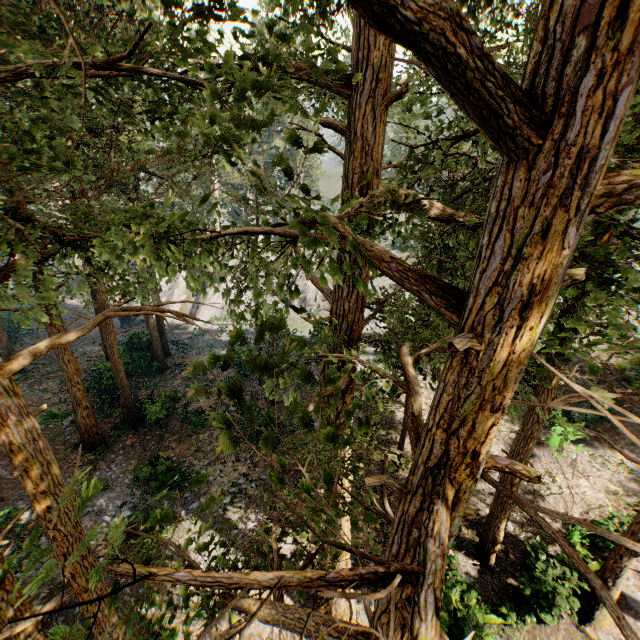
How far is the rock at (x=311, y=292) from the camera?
38.81m

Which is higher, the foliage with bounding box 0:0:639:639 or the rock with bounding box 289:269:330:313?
the foliage with bounding box 0:0:639:639

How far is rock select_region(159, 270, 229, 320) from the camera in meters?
39.2 m

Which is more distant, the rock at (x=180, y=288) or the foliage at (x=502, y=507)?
the rock at (x=180, y=288)

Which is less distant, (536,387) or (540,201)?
(540,201)

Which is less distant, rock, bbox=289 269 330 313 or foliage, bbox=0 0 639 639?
foliage, bbox=0 0 639 639
